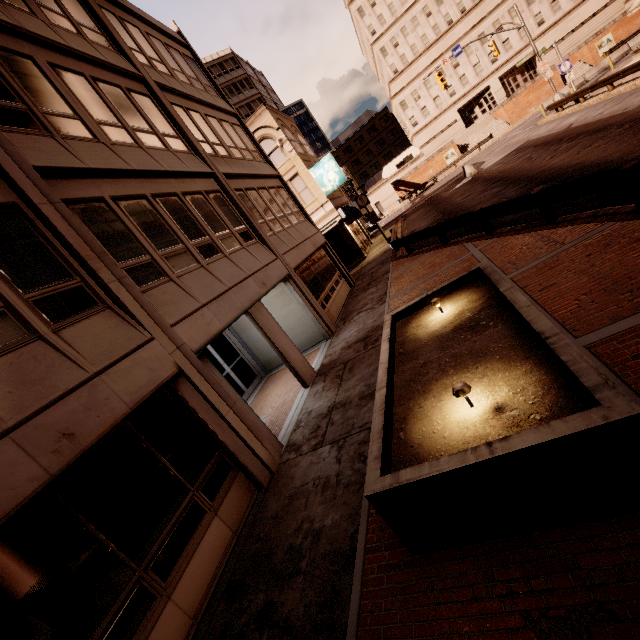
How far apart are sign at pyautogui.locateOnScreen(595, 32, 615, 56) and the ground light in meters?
60.4 m

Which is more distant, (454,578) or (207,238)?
(207,238)

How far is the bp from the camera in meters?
41.8

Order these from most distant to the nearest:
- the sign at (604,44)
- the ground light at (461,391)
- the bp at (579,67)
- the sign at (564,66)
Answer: the bp at (579,67) < the sign at (604,44) < the sign at (564,66) < the ground light at (461,391)

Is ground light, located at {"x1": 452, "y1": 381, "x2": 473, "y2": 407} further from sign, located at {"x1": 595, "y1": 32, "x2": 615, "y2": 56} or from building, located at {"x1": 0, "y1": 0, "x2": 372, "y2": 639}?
sign, located at {"x1": 595, "y1": 32, "x2": 615, "y2": 56}

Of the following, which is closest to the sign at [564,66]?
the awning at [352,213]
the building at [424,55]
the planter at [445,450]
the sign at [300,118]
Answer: the awning at [352,213]

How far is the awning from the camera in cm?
2466

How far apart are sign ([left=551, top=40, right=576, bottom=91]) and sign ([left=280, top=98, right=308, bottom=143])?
41.9 meters
